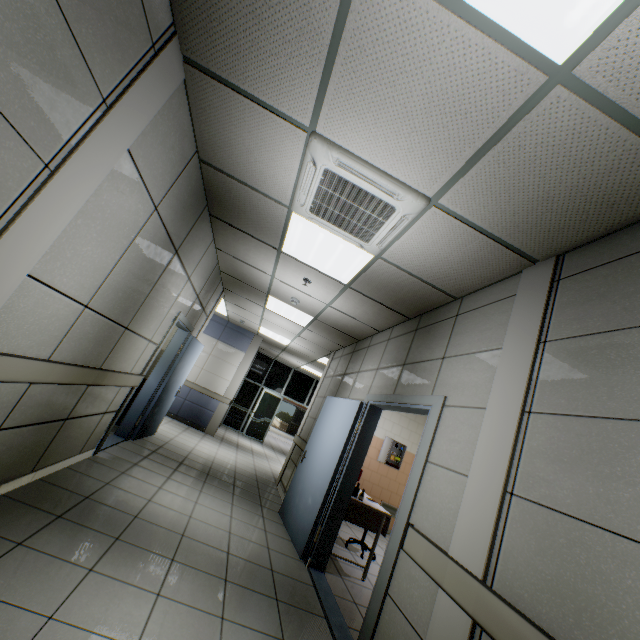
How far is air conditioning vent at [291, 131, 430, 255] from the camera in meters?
2.3 m

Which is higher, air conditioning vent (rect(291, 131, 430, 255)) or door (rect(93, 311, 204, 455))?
air conditioning vent (rect(291, 131, 430, 255))

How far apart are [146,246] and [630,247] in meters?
3.6

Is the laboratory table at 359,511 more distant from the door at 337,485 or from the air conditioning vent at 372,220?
the air conditioning vent at 372,220

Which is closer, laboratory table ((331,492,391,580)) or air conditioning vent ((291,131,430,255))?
air conditioning vent ((291,131,430,255))

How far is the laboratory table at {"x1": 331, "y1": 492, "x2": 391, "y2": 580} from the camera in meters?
4.2

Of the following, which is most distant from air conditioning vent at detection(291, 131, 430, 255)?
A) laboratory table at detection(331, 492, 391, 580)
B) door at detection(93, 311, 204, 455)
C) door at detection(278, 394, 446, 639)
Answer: laboratory table at detection(331, 492, 391, 580)

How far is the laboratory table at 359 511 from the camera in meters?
4.2
